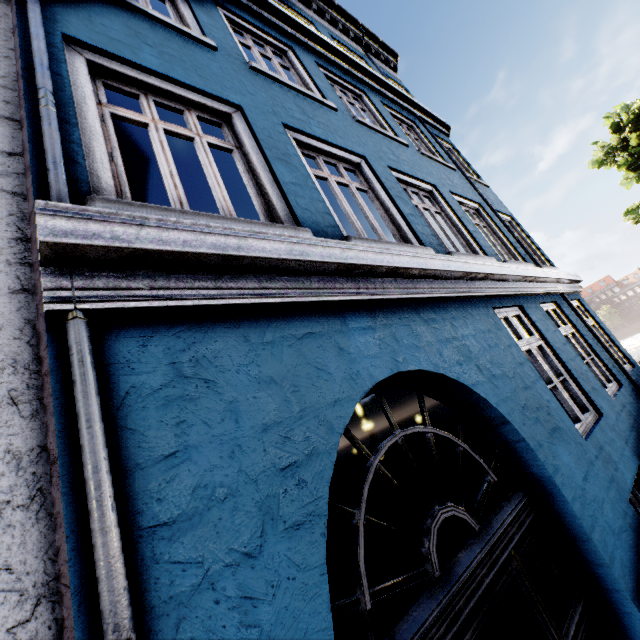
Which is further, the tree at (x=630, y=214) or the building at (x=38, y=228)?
the tree at (x=630, y=214)

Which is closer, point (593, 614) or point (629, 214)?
point (593, 614)

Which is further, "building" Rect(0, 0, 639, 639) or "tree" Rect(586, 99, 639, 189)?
"tree" Rect(586, 99, 639, 189)

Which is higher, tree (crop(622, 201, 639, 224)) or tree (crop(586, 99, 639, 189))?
tree (crop(586, 99, 639, 189))
